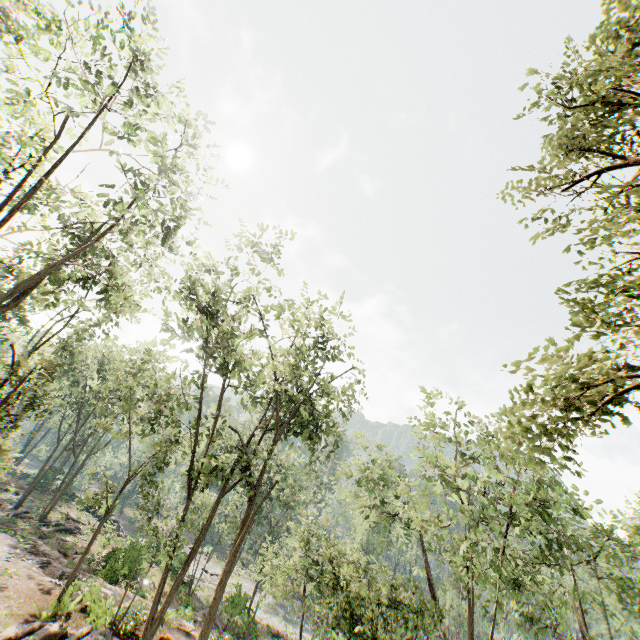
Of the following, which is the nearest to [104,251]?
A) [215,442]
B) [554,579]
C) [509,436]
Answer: [509,436]

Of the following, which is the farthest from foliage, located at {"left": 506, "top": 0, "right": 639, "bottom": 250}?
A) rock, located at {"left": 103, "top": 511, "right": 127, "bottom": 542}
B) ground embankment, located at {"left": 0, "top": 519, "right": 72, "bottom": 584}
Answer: ground embankment, located at {"left": 0, "top": 519, "right": 72, "bottom": 584}

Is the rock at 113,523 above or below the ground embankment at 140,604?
below

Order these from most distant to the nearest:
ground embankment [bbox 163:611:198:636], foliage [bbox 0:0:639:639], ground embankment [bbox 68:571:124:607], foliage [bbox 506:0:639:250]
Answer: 1. ground embankment [bbox 163:611:198:636]
2. ground embankment [bbox 68:571:124:607]
3. foliage [bbox 0:0:639:639]
4. foliage [bbox 506:0:639:250]

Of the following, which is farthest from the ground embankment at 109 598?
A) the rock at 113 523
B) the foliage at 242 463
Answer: the rock at 113 523

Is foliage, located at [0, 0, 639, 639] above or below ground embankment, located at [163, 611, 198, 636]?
above
